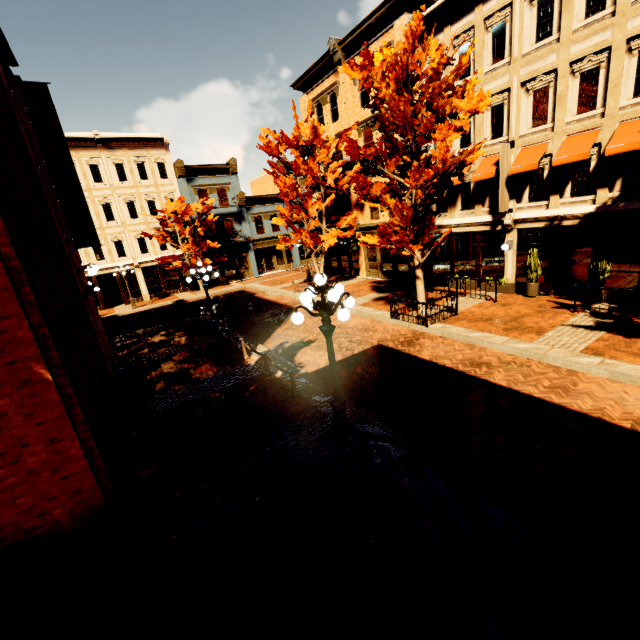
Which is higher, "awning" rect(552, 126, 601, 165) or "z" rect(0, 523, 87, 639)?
"awning" rect(552, 126, 601, 165)

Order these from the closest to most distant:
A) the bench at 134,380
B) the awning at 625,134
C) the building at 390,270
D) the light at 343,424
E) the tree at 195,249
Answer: the light at 343,424
the bench at 134,380
the awning at 625,134
the building at 390,270
the tree at 195,249

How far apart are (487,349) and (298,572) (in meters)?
8.81

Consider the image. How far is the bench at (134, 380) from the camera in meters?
7.0 m

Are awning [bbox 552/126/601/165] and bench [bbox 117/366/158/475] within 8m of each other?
no

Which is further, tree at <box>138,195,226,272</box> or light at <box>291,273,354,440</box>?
tree at <box>138,195,226,272</box>

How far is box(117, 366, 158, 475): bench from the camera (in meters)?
6.97

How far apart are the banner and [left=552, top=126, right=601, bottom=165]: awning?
17.31m
